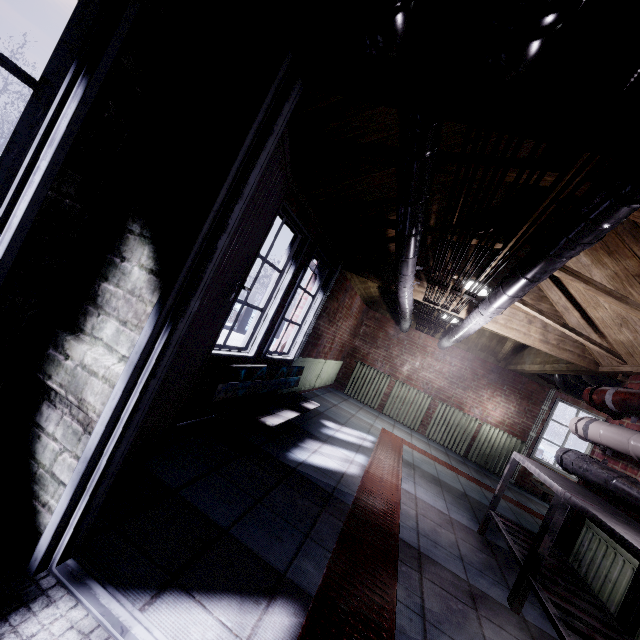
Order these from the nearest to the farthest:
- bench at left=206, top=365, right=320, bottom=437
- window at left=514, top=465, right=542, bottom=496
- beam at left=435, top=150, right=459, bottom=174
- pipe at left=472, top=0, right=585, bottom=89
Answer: pipe at left=472, top=0, right=585, bottom=89 → beam at left=435, top=150, right=459, bottom=174 → bench at left=206, top=365, right=320, bottom=437 → window at left=514, top=465, right=542, bottom=496

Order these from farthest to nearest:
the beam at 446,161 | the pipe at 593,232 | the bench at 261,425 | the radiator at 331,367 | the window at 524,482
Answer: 1. the window at 524,482
2. the radiator at 331,367
3. the bench at 261,425
4. the beam at 446,161
5. the pipe at 593,232

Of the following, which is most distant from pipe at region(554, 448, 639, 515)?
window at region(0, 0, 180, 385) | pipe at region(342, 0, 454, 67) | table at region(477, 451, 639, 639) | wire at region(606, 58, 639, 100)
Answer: window at region(0, 0, 180, 385)

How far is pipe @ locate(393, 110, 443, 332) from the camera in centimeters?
140cm

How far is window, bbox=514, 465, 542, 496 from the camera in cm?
615

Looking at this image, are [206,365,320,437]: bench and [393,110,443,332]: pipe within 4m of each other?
yes

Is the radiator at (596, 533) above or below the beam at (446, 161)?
below

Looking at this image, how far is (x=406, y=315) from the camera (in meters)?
4.62
